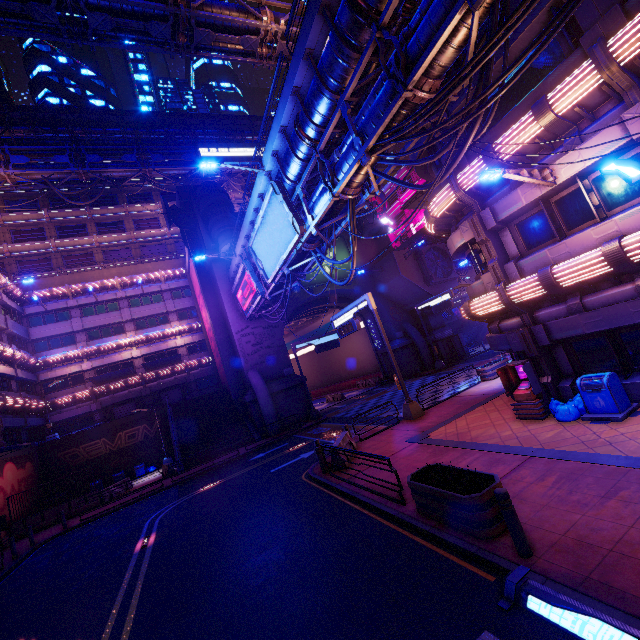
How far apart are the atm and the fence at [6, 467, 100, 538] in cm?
2773

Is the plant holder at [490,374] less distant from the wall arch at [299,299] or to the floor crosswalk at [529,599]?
the wall arch at [299,299]

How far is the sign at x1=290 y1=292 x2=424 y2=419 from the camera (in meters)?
17.19

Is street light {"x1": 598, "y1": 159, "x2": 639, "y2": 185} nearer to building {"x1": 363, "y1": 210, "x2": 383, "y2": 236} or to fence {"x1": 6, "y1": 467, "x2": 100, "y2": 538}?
building {"x1": 363, "y1": 210, "x2": 383, "y2": 236}

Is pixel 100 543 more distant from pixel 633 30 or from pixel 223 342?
pixel 633 30

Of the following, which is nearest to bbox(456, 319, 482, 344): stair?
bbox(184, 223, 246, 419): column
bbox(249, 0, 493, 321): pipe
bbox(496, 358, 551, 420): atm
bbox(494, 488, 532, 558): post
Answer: bbox(249, 0, 493, 321): pipe

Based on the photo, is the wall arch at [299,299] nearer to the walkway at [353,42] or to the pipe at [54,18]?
the walkway at [353,42]

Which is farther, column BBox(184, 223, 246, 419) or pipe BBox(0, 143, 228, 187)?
pipe BBox(0, 143, 228, 187)
